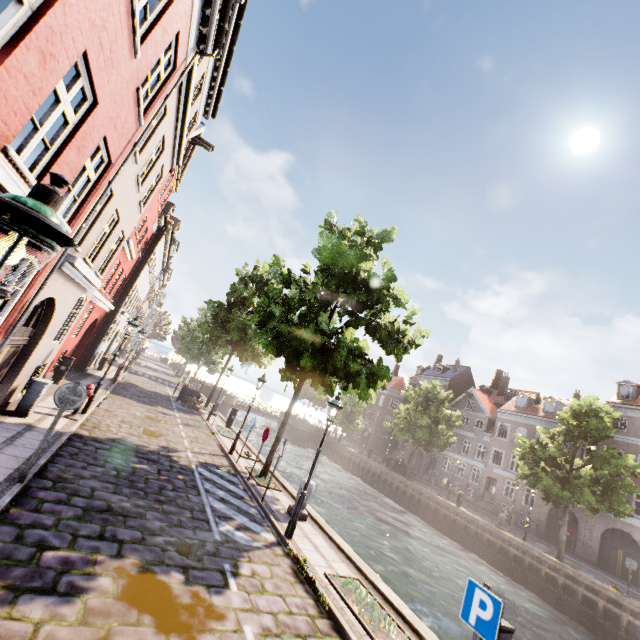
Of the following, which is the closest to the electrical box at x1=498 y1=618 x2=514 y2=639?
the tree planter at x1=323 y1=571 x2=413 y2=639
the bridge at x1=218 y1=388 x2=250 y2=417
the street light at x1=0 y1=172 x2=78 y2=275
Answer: the tree planter at x1=323 y1=571 x2=413 y2=639

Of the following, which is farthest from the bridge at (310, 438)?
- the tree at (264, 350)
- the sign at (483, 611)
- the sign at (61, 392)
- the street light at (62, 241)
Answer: the street light at (62, 241)

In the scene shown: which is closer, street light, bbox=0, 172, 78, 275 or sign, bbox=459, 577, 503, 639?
street light, bbox=0, 172, 78, 275

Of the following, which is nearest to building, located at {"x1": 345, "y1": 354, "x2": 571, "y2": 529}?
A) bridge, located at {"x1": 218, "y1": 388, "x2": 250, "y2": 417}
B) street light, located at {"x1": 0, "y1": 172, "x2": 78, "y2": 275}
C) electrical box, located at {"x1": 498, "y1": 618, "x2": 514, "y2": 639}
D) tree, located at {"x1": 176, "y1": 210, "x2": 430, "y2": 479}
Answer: tree, located at {"x1": 176, "y1": 210, "x2": 430, "y2": 479}

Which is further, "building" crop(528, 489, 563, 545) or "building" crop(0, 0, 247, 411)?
"building" crop(528, 489, 563, 545)

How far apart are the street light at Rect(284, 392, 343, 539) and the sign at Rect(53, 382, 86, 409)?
5.6 meters

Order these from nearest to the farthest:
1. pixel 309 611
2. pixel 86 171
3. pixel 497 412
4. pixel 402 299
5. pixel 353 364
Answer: pixel 309 611
pixel 86 171
pixel 353 364
pixel 402 299
pixel 497 412

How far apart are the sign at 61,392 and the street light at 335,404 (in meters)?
5.57
